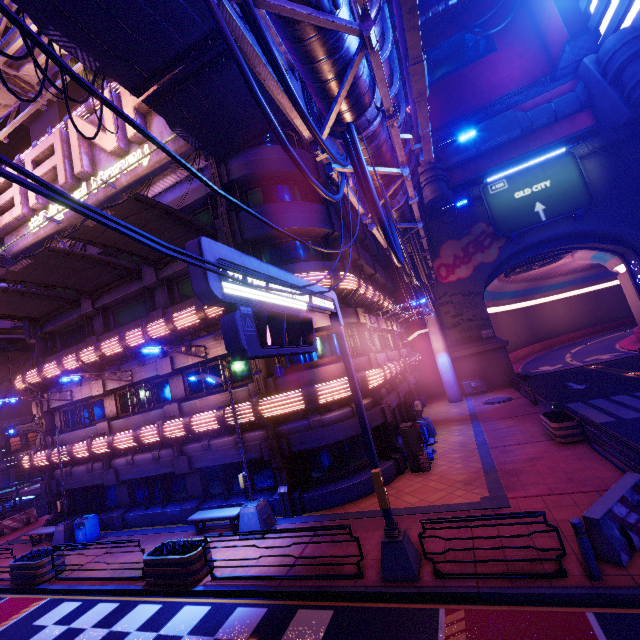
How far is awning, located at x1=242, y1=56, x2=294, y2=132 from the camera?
11.1m

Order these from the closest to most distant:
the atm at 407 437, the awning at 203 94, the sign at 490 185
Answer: the awning at 203 94, the atm at 407 437, the sign at 490 185

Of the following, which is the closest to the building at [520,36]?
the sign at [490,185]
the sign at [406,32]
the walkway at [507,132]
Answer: the walkway at [507,132]

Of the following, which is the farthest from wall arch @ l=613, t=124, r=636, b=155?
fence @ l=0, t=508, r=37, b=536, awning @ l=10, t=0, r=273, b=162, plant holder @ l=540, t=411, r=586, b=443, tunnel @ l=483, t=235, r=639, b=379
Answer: fence @ l=0, t=508, r=37, b=536

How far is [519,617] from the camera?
6.05m

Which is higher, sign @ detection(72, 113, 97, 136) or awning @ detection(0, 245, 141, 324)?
sign @ detection(72, 113, 97, 136)

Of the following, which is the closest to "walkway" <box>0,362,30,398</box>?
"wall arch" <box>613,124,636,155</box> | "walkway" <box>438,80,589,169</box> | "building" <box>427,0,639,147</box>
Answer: "wall arch" <box>613,124,636,155</box>

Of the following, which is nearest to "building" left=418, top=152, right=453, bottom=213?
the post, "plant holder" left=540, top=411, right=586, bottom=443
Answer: "plant holder" left=540, top=411, right=586, bottom=443
